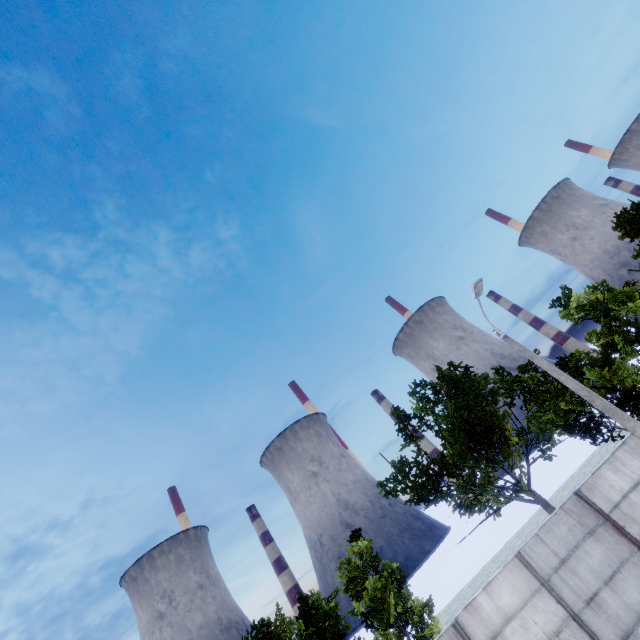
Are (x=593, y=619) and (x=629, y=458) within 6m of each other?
yes
